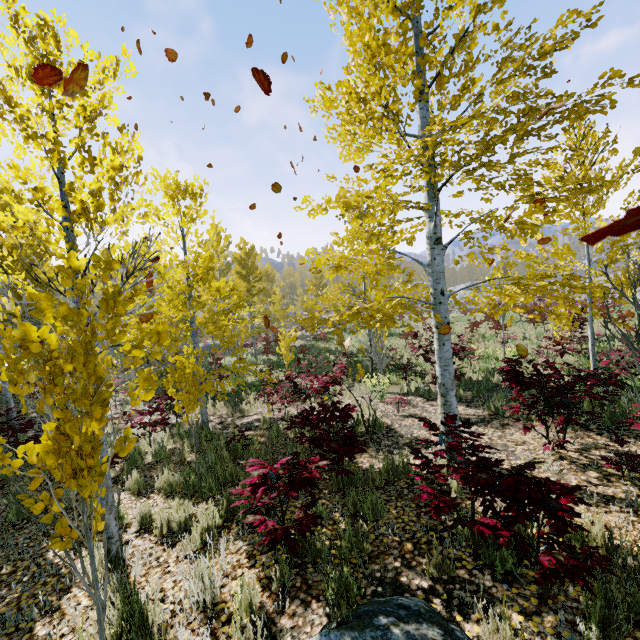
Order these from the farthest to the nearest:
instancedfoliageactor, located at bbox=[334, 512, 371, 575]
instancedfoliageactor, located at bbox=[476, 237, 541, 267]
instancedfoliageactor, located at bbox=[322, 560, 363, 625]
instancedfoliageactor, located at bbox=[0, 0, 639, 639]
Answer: instancedfoliageactor, located at bbox=[476, 237, 541, 267], instancedfoliageactor, located at bbox=[334, 512, 371, 575], instancedfoliageactor, located at bbox=[322, 560, 363, 625], instancedfoliageactor, located at bbox=[0, 0, 639, 639]

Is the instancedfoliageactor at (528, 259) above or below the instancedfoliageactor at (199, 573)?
above

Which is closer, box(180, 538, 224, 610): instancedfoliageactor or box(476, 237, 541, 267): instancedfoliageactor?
box(180, 538, 224, 610): instancedfoliageactor

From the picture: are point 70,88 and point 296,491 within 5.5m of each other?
yes

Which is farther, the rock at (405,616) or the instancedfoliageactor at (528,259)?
the instancedfoliageactor at (528,259)
